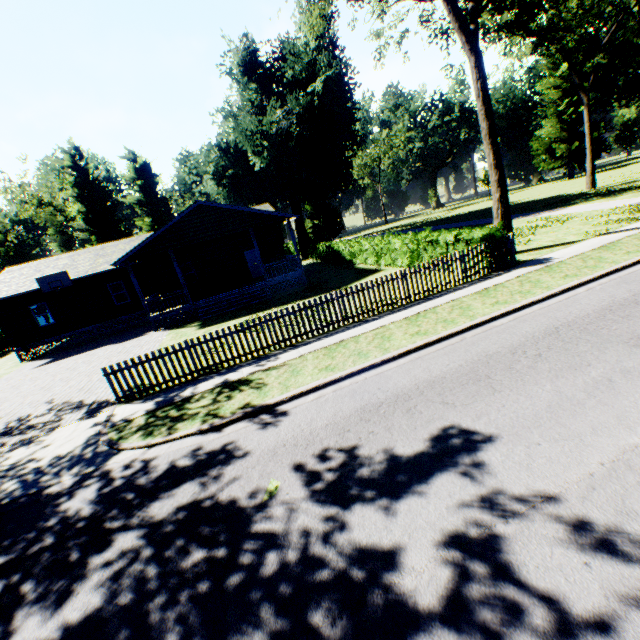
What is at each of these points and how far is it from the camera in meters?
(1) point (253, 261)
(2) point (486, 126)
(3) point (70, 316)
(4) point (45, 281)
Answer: (1) door, 25.6 m
(2) tree, 13.4 m
(3) house, 22.7 m
(4) basketball hoop, 20.5 m

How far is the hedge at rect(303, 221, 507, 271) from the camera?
12.21m

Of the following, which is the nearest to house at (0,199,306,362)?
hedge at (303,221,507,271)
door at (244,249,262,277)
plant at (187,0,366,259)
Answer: door at (244,249,262,277)

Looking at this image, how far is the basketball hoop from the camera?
20.4m

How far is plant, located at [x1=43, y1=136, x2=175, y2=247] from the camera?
47.8m

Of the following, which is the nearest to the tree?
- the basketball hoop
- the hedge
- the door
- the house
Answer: the hedge

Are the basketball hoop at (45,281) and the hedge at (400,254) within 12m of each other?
no

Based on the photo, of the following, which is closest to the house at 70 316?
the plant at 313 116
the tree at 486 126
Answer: the tree at 486 126
